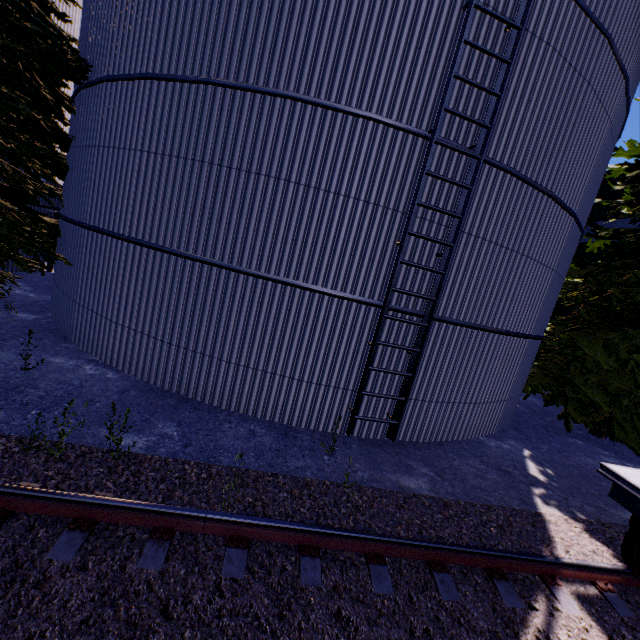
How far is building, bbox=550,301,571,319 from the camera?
16.33m

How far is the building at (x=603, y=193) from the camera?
15.0 meters

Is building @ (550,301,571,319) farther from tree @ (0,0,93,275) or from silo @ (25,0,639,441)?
silo @ (25,0,639,441)

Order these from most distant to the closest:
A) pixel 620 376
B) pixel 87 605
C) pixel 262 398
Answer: pixel 620 376, pixel 262 398, pixel 87 605

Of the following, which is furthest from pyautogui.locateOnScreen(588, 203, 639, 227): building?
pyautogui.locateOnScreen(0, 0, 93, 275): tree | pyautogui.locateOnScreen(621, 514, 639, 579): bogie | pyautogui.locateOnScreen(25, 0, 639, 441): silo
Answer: pyautogui.locateOnScreen(621, 514, 639, 579): bogie

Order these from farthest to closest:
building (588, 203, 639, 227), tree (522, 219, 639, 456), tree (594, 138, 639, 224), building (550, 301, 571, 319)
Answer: building (550, 301, 571, 319), building (588, 203, 639, 227), tree (594, 138, 639, 224), tree (522, 219, 639, 456)

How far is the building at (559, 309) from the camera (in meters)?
16.33

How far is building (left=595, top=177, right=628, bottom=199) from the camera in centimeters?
1499cm
